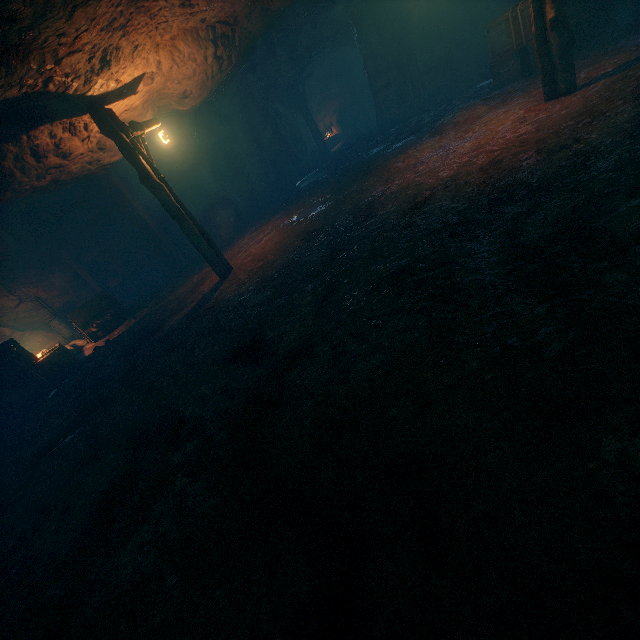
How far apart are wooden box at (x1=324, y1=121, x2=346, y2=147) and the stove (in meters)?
19.88

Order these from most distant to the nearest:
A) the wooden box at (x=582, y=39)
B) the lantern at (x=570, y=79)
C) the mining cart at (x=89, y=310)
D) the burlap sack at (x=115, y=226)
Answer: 1. the burlap sack at (x=115, y=226)
2. the mining cart at (x=89, y=310)
3. the wooden box at (x=582, y=39)
4. the lantern at (x=570, y=79)

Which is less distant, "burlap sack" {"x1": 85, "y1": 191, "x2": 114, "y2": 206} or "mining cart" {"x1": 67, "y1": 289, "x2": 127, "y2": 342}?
"mining cart" {"x1": 67, "y1": 289, "x2": 127, "y2": 342}

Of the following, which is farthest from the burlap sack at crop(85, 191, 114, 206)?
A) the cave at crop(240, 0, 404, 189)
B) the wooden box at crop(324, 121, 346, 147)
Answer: the wooden box at crop(324, 121, 346, 147)

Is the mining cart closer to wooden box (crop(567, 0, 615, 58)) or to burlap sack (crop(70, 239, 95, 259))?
burlap sack (crop(70, 239, 95, 259))

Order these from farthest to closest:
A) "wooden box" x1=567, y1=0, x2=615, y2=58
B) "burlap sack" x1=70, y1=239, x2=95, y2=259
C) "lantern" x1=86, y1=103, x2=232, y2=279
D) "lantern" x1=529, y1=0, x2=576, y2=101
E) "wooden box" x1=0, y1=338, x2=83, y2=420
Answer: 1. "burlap sack" x1=70, y1=239, x2=95, y2=259
2. "wooden box" x1=0, y1=338, x2=83, y2=420
3. "wooden box" x1=567, y1=0, x2=615, y2=58
4. "lantern" x1=86, y1=103, x2=232, y2=279
5. "lantern" x1=529, y1=0, x2=576, y2=101

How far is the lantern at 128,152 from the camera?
7.3m

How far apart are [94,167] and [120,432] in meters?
9.1 m
